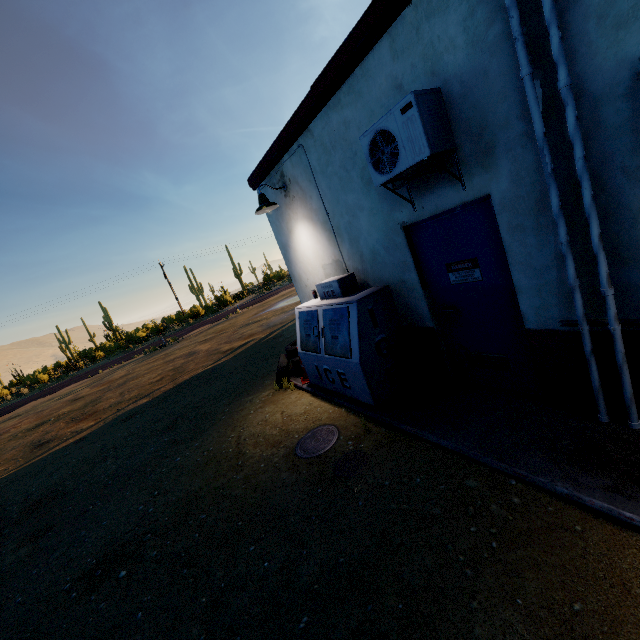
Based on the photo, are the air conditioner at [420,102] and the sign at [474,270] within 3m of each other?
yes

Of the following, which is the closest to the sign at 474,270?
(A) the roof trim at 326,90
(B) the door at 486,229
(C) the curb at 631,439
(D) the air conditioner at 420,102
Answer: (B) the door at 486,229

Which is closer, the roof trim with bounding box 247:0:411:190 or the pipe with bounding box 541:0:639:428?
the pipe with bounding box 541:0:639:428

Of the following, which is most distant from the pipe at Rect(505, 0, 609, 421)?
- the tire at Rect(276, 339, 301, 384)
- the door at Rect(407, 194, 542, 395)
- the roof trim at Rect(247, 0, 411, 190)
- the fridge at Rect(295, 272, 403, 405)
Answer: the tire at Rect(276, 339, 301, 384)

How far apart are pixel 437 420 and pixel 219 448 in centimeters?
377cm

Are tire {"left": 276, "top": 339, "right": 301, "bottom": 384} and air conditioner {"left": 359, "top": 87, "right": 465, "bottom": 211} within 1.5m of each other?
no

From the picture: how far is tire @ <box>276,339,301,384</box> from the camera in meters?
6.8

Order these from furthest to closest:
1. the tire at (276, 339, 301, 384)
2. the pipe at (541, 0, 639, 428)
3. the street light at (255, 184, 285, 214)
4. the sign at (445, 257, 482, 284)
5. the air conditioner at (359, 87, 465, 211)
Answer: the tire at (276, 339, 301, 384) < the street light at (255, 184, 285, 214) < the sign at (445, 257, 482, 284) < the air conditioner at (359, 87, 465, 211) < the pipe at (541, 0, 639, 428)
